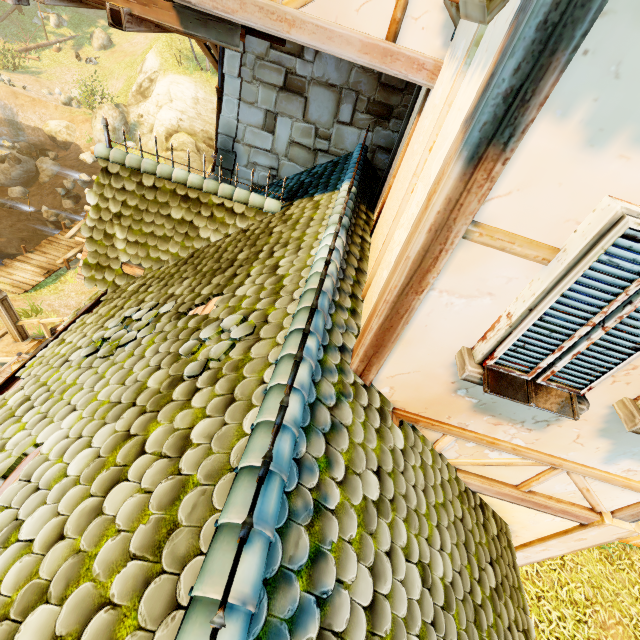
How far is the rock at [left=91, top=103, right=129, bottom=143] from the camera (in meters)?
23.16

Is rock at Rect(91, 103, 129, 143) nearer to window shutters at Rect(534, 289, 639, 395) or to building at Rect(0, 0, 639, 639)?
building at Rect(0, 0, 639, 639)

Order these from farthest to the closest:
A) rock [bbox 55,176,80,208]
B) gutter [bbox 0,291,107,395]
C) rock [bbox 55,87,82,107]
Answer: rock [bbox 55,87,82,107], rock [bbox 55,176,80,208], gutter [bbox 0,291,107,395]

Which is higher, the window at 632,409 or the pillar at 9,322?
the window at 632,409

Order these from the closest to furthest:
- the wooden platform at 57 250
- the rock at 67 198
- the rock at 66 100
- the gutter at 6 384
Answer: the gutter at 6 384, the wooden platform at 57 250, the rock at 67 198, the rock at 66 100

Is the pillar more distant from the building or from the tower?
the tower

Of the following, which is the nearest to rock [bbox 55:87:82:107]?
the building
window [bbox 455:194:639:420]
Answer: the building

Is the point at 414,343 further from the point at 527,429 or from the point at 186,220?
the point at 186,220
